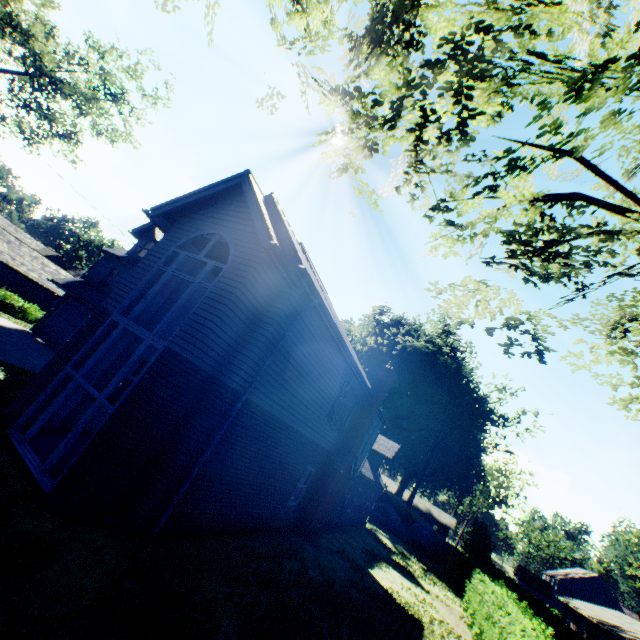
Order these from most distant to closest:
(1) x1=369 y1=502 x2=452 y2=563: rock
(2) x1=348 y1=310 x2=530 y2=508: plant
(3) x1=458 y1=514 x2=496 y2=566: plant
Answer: (2) x1=348 y1=310 x2=530 y2=508: plant
(1) x1=369 y1=502 x2=452 y2=563: rock
(3) x1=458 y1=514 x2=496 y2=566: plant

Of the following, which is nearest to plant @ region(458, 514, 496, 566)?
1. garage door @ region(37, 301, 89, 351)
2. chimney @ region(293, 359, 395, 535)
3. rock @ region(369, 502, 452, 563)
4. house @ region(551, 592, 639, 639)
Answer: rock @ region(369, 502, 452, 563)

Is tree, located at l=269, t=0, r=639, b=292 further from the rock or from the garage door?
the rock

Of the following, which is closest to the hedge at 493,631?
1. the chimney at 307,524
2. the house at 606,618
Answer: the chimney at 307,524

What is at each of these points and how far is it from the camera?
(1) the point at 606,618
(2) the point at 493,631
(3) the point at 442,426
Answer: (1) house, 32.53m
(2) hedge, 11.82m
(3) plant, 46.16m

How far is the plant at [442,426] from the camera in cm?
4234

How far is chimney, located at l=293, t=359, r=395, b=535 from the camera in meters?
14.1

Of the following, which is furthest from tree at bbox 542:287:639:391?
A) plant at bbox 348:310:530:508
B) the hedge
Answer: the hedge
